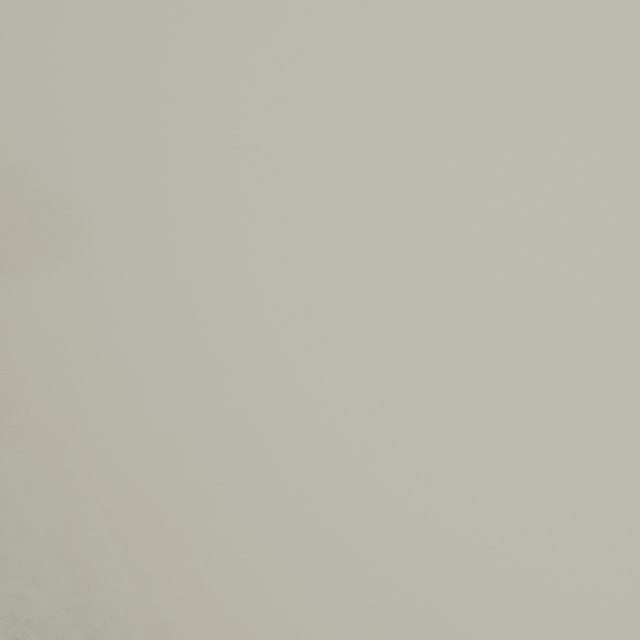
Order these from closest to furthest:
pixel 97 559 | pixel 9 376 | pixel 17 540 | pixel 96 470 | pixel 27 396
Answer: pixel 17 540
pixel 97 559
pixel 96 470
pixel 27 396
pixel 9 376
